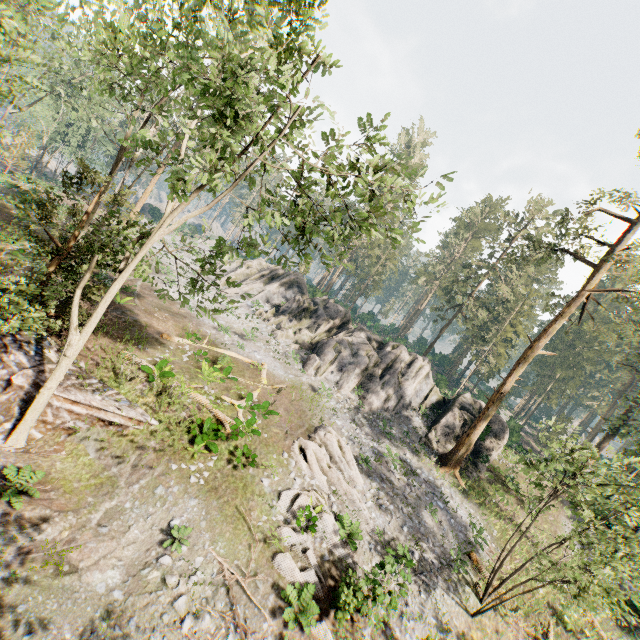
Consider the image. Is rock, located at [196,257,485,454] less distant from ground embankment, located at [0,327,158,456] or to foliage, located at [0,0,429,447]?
foliage, located at [0,0,429,447]

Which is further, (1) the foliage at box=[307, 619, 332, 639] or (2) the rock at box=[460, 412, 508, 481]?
(2) the rock at box=[460, 412, 508, 481]

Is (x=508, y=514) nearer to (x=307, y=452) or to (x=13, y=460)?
(x=307, y=452)

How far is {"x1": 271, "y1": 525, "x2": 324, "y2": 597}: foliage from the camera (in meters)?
11.95

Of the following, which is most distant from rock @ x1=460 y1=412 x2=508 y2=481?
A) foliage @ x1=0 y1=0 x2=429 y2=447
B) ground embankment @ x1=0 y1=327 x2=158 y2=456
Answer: ground embankment @ x1=0 y1=327 x2=158 y2=456

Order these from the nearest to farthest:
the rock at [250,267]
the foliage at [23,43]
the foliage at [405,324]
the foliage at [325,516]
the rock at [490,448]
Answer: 1. the foliage at [23,43]
2. the foliage at [405,324]
3. the foliage at [325,516]
4. the rock at [490,448]
5. the rock at [250,267]

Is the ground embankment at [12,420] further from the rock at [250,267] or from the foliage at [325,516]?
the rock at [250,267]

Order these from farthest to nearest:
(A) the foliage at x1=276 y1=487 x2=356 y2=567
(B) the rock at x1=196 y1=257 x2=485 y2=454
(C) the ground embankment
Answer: A:
1. (B) the rock at x1=196 y1=257 x2=485 y2=454
2. (A) the foliage at x1=276 y1=487 x2=356 y2=567
3. (C) the ground embankment
